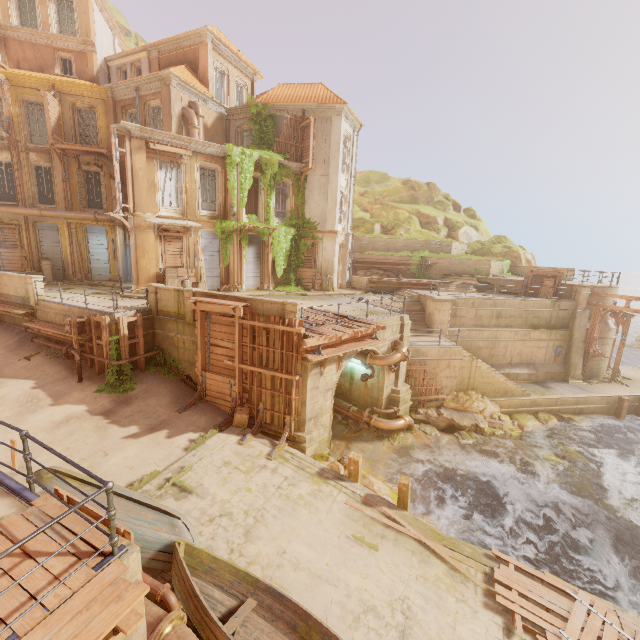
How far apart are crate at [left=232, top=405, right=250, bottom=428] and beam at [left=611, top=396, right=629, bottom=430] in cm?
2434

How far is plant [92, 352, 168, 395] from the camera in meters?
13.6 m

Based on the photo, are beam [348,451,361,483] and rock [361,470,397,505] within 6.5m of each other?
yes

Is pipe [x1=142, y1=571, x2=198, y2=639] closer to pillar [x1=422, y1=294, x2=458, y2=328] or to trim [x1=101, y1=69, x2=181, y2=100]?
pillar [x1=422, y1=294, x2=458, y2=328]

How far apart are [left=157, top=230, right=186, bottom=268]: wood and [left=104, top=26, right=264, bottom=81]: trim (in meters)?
13.13

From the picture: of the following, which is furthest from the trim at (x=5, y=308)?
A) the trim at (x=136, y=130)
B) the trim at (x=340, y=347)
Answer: the trim at (x=340, y=347)

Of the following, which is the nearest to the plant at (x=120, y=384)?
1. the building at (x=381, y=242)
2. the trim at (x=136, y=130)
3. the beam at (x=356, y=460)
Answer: the building at (x=381, y=242)

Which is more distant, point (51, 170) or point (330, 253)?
point (330, 253)
